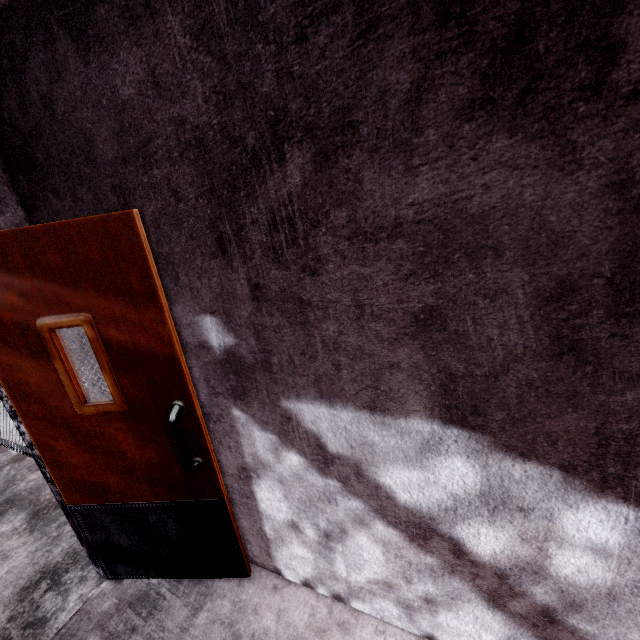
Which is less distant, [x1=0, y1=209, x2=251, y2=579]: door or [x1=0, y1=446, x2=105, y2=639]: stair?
[x1=0, y1=209, x2=251, y2=579]: door

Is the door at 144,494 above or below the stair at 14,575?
above

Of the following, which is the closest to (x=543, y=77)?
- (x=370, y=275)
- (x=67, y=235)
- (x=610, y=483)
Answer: (x=370, y=275)

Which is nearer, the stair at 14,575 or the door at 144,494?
the door at 144,494

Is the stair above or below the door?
below
